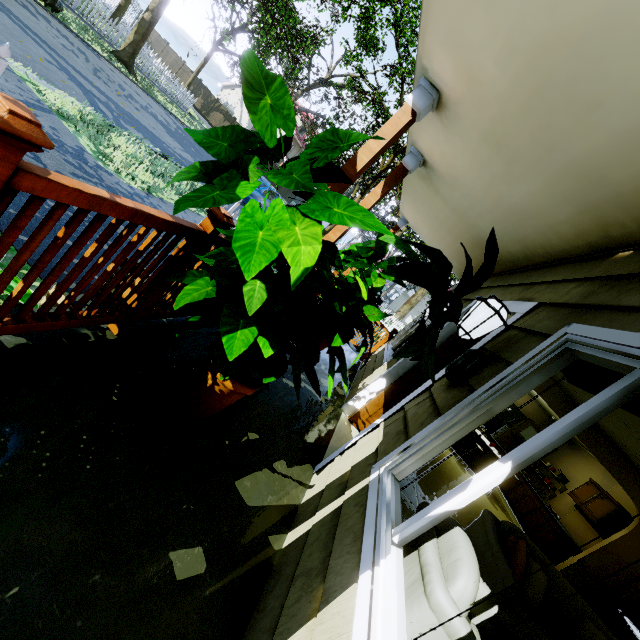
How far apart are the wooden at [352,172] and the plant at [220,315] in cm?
51

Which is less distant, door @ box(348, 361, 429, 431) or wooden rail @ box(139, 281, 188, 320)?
wooden rail @ box(139, 281, 188, 320)

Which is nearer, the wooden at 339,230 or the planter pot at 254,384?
the planter pot at 254,384

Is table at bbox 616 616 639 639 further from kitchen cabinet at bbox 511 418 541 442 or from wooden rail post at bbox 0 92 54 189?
wooden rail post at bbox 0 92 54 189

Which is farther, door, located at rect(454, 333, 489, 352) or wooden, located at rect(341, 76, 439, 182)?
door, located at rect(454, 333, 489, 352)

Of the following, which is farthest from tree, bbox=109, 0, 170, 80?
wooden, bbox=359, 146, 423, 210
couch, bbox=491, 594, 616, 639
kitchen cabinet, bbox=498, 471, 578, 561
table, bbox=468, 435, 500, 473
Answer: table, bbox=468, 435, 500, 473

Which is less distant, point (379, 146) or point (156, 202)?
point (379, 146)

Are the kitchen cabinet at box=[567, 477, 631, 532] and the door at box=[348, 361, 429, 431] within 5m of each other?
no
